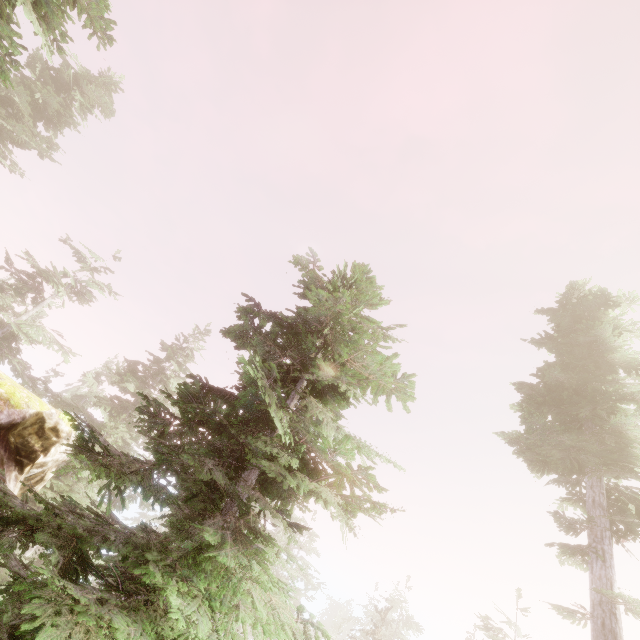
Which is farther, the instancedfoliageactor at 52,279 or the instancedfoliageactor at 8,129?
the instancedfoliageactor at 8,129

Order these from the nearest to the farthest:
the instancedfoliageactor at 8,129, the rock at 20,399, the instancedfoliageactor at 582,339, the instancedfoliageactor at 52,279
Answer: the instancedfoliageactor at 52,279, the instancedfoliageactor at 8,129, the rock at 20,399, the instancedfoliageactor at 582,339

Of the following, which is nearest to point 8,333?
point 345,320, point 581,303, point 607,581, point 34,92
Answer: point 34,92

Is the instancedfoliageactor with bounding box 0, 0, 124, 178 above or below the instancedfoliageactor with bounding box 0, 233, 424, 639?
above

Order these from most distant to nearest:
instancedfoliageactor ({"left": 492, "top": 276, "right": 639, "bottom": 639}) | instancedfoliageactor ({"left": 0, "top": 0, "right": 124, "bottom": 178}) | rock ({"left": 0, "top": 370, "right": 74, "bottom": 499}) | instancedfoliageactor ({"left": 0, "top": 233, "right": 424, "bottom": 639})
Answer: instancedfoliageactor ({"left": 492, "top": 276, "right": 639, "bottom": 639}) → rock ({"left": 0, "top": 370, "right": 74, "bottom": 499}) → instancedfoliageactor ({"left": 0, "top": 0, "right": 124, "bottom": 178}) → instancedfoliageactor ({"left": 0, "top": 233, "right": 424, "bottom": 639})

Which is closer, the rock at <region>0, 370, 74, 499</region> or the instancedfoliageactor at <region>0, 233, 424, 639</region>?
the instancedfoliageactor at <region>0, 233, 424, 639</region>

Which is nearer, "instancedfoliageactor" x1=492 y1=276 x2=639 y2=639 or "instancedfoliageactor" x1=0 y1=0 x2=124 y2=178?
"instancedfoliageactor" x1=0 y1=0 x2=124 y2=178
